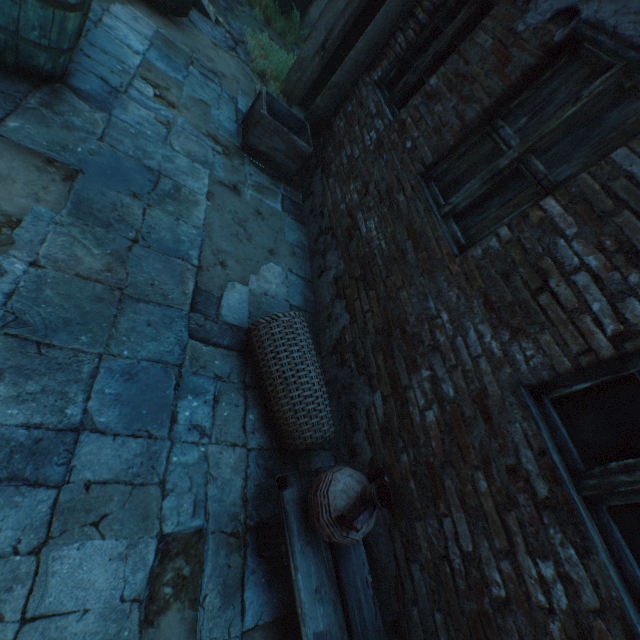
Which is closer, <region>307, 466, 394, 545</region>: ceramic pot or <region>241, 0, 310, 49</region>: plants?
<region>307, 466, 394, 545</region>: ceramic pot

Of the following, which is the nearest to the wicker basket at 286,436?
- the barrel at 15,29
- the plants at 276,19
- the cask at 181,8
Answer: the barrel at 15,29

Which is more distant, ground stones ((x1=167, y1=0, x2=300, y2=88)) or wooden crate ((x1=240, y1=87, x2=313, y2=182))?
ground stones ((x1=167, y1=0, x2=300, y2=88))

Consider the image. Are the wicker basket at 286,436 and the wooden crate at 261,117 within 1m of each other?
no

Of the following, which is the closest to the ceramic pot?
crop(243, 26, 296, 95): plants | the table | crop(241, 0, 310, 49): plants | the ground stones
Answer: the table

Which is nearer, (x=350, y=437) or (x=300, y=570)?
(x=300, y=570)

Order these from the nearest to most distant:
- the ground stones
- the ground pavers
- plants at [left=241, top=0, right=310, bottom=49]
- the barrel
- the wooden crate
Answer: the ground pavers → the barrel → the wooden crate → the ground stones → plants at [left=241, top=0, right=310, bottom=49]

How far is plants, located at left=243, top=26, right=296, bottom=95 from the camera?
5.66m
